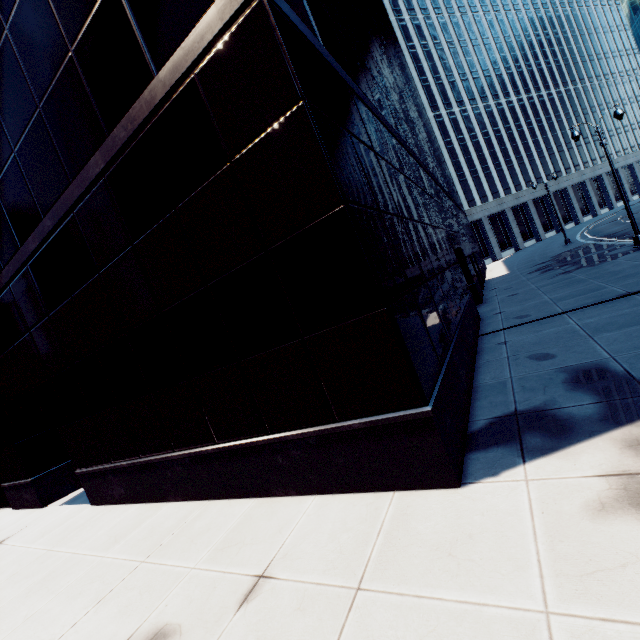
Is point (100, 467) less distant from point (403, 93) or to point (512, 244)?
point (403, 93)
